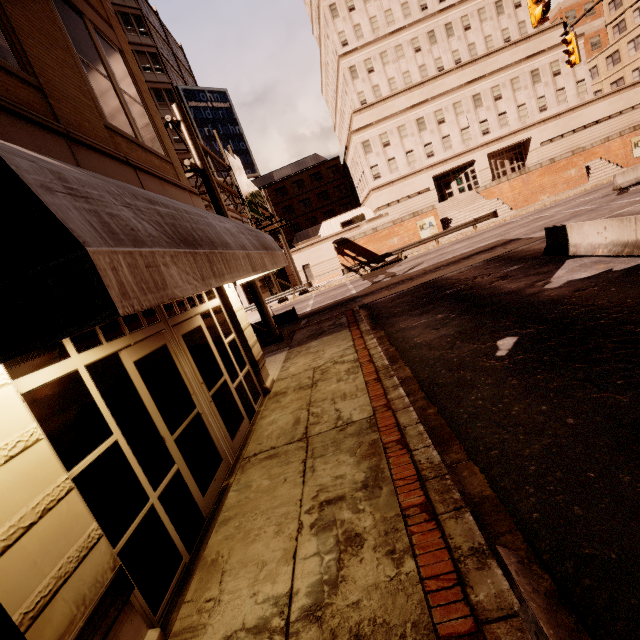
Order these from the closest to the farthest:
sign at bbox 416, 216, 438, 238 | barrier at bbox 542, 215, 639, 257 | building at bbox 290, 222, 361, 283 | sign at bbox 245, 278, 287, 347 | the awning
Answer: the awning < barrier at bbox 542, 215, 639, 257 < sign at bbox 245, 278, 287, 347 < sign at bbox 416, 216, 438, 238 < building at bbox 290, 222, 361, 283

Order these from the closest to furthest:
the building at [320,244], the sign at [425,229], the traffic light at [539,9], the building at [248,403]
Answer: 1. the building at [248,403]
2. the traffic light at [539,9]
3. the sign at [425,229]
4. the building at [320,244]

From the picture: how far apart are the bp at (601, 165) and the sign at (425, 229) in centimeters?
1448cm

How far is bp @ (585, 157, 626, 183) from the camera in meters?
30.2

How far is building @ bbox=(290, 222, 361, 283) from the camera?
42.0 meters

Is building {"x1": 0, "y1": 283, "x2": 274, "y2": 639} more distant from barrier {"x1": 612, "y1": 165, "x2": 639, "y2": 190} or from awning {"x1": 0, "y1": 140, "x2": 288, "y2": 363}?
barrier {"x1": 612, "y1": 165, "x2": 639, "y2": 190}

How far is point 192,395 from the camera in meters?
5.2 m

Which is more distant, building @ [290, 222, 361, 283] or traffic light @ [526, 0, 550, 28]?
building @ [290, 222, 361, 283]
